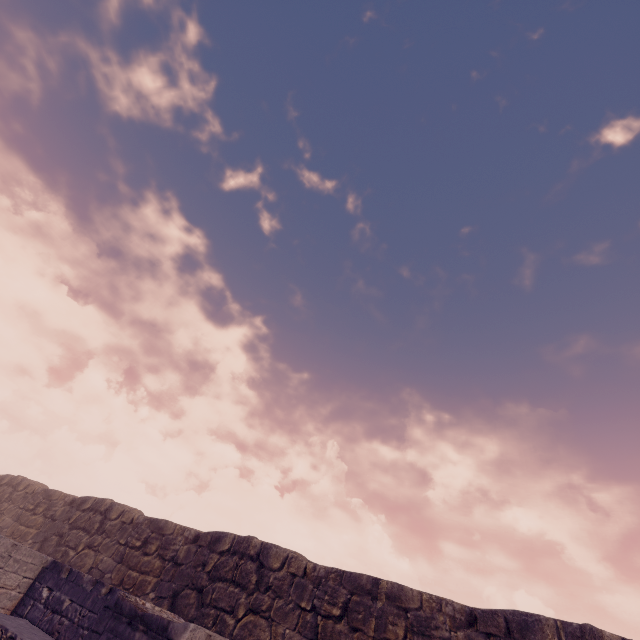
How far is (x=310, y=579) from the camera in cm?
909
